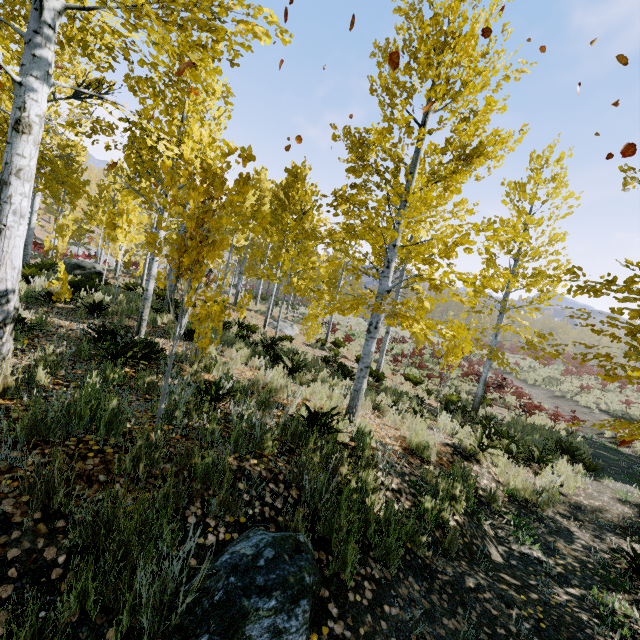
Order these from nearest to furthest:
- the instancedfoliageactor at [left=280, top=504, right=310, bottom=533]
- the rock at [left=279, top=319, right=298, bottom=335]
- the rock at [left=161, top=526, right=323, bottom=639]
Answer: the rock at [left=161, top=526, right=323, bottom=639] → the instancedfoliageactor at [left=280, top=504, right=310, bottom=533] → the rock at [left=279, top=319, right=298, bottom=335]

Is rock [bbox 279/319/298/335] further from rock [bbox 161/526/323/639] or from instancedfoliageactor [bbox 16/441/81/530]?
rock [bbox 161/526/323/639]

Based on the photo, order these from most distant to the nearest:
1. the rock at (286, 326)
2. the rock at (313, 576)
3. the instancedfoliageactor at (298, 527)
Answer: the rock at (286, 326), the instancedfoliageactor at (298, 527), the rock at (313, 576)

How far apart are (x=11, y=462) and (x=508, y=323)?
13.9 meters

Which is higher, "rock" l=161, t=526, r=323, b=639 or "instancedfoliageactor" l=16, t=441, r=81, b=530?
"instancedfoliageactor" l=16, t=441, r=81, b=530

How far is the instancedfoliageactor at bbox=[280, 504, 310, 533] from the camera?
2.7m

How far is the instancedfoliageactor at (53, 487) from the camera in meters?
2.0
